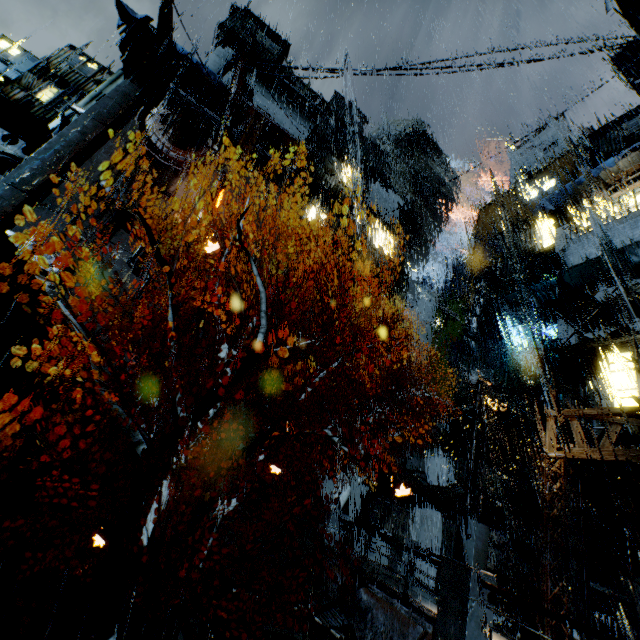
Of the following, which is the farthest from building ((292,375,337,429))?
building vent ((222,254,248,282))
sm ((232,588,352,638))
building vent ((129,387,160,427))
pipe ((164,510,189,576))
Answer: sm ((232,588,352,638))

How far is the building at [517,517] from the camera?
18.34m

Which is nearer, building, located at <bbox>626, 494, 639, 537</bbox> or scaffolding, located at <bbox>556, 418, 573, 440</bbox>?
building, located at <bbox>626, 494, 639, 537</bbox>

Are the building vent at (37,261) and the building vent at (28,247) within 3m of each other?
yes

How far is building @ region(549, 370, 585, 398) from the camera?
16.3m

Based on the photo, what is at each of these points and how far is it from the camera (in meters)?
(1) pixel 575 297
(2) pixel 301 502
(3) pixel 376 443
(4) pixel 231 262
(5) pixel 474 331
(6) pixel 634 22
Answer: (1) scaffolding, 15.22
(2) stairs, 16.20
(3) building, 24.48
(4) building vent, 31.28
(5) pipe, 29.75
(6) building, 14.89

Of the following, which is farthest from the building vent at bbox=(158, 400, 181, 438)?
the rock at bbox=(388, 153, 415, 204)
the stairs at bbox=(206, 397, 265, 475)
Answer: the rock at bbox=(388, 153, 415, 204)

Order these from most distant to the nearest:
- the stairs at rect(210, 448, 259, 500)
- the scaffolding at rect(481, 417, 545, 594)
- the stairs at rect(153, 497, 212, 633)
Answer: the stairs at rect(210, 448, 259, 500)
the scaffolding at rect(481, 417, 545, 594)
the stairs at rect(153, 497, 212, 633)
